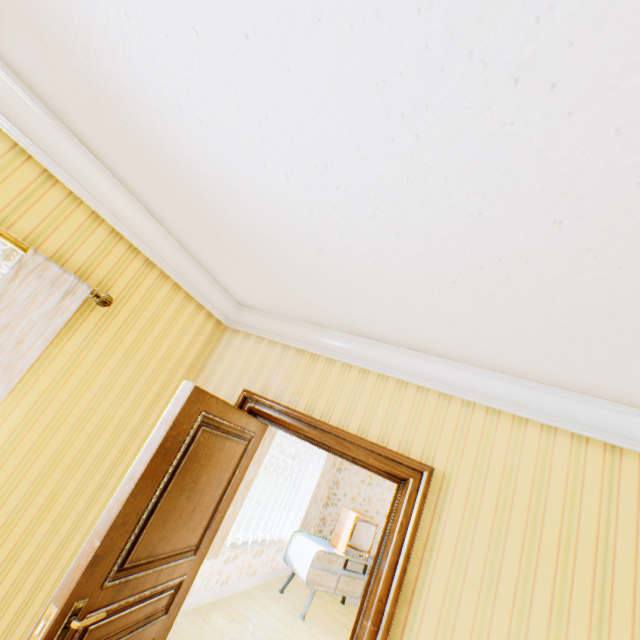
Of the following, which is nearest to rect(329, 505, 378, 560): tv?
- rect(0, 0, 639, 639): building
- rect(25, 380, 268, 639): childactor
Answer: rect(0, 0, 639, 639): building

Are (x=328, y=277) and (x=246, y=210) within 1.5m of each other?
yes

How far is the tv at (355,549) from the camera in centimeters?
565cm

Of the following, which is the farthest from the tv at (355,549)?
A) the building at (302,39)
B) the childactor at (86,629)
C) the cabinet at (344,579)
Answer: the childactor at (86,629)

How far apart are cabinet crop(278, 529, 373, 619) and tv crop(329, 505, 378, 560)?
0.1m

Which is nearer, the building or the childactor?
the building

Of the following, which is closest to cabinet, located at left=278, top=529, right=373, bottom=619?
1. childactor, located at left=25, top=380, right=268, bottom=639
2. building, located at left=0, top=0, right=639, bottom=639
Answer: building, located at left=0, top=0, right=639, bottom=639

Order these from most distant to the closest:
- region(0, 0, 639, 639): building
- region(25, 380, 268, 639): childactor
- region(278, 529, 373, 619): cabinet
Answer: region(278, 529, 373, 619): cabinet → region(25, 380, 268, 639): childactor → region(0, 0, 639, 639): building
